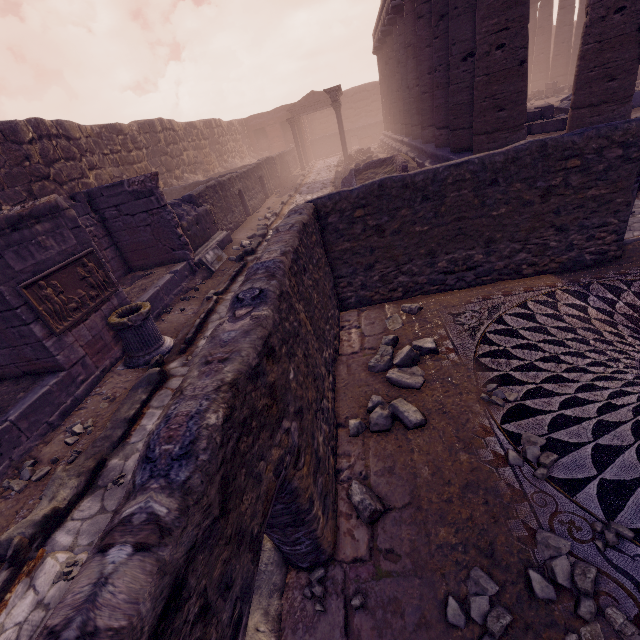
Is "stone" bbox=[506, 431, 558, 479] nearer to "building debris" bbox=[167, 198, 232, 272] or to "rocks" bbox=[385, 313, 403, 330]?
"rocks" bbox=[385, 313, 403, 330]

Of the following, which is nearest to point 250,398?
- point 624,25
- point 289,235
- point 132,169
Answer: point 289,235

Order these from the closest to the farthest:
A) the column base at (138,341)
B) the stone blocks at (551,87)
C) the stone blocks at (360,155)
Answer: the column base at (138,341), the stone blocks at (551,87), the stone blocks at (360,155)

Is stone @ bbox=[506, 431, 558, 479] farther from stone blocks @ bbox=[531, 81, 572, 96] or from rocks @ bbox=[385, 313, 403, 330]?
stone blocks @ bbox=[531, 81, 572, 96]

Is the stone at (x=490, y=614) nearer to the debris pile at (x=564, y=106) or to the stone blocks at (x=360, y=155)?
the debris pile at (x=564, y=106)

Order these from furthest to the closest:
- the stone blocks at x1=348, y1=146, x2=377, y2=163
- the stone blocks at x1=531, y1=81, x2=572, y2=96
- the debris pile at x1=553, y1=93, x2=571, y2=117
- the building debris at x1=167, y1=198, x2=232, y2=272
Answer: the stone blocks at x1=348, y1=146, x2=377, y2=163 < the stone blocks at x1=531, y1=81, x2=572, y2=96 < the debris pile at x1=553, y1=93, x2=571, y2=117 < the building debris at x1=167, y1=198, x2=232, y2=272

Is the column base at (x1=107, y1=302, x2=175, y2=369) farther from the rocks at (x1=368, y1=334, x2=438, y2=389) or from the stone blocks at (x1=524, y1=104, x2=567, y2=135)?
the stone blocks at (x1=524, y1=104, x2=567, y2=135)

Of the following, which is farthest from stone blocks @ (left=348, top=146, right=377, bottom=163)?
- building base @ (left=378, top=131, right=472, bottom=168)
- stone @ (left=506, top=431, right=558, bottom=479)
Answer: stone @ (left=506, top=431, right=558, bottom=479)
